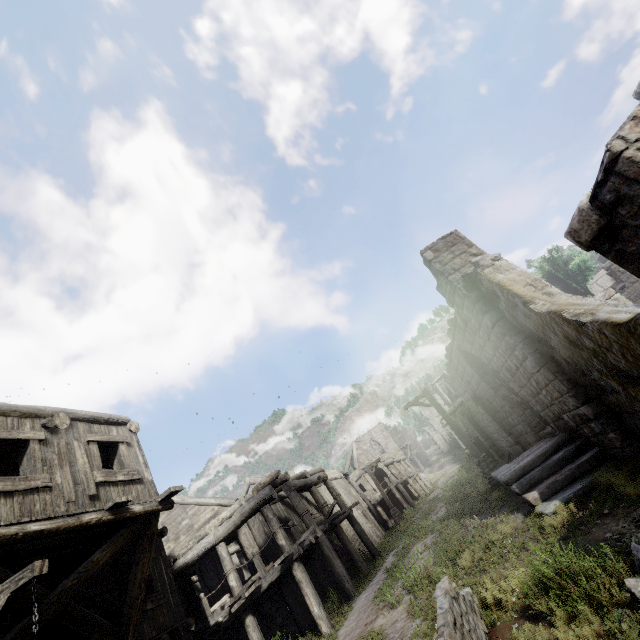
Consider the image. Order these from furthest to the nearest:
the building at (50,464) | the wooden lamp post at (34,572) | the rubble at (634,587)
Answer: the building at (50,464)
the wooden lamp post at (34,572)
the rubble at (634,587)

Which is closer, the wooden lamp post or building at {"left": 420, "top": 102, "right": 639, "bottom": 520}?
building at {"left": 420, "top": 102, "right": 639, "bottom": 520}

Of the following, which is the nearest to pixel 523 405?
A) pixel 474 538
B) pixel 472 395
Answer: pixel 472 395

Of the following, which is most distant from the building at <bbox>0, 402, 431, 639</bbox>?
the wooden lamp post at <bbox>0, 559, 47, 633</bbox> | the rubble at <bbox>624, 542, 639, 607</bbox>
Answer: the wooden lamp post at <bbox>0, 559, 47, 633</bbox>

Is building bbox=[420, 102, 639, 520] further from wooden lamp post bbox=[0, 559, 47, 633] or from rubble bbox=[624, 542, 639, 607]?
wooden lamp post bbox=[0, 559, 47, 633]

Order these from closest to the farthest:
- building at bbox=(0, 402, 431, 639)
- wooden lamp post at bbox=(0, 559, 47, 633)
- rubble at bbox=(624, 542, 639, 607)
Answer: rubble at bbox=(624, 542, 639, 607) < wooden lamp post at bbox=(0, 559, 47, 633) < building at bbox=(0, 402, 431, 639)

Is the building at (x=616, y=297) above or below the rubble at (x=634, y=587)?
above
